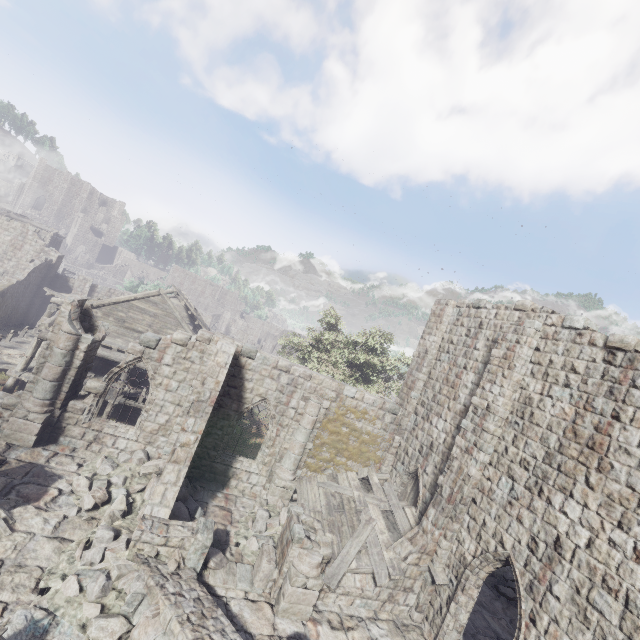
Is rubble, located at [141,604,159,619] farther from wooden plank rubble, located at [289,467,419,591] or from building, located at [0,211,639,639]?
wooden plank rubble, located at [289,467,419,591]

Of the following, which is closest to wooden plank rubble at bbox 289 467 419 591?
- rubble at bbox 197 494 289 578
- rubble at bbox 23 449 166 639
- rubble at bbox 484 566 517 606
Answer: rubble at bbox 197 494 289 578

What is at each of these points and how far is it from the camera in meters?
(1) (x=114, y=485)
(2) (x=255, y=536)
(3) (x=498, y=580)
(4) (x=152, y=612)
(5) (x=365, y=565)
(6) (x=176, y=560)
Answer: (1) rubble, 11.0
(2) rubble, 11.3
(3) rubble, 15.4
(4) rubble, 7.4
(5) wooden plank rubble, 11.0
(6) rubble, 8.8

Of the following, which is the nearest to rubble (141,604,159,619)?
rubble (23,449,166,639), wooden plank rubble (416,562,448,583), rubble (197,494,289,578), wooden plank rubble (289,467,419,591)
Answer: rubble (23,449,166,639)

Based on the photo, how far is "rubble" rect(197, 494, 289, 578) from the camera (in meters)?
9.74

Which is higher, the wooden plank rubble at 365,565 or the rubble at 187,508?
the wooden plank rubble at 365,565

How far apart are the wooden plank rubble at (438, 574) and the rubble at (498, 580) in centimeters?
636cm

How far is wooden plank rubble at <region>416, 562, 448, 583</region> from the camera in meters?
10.7
